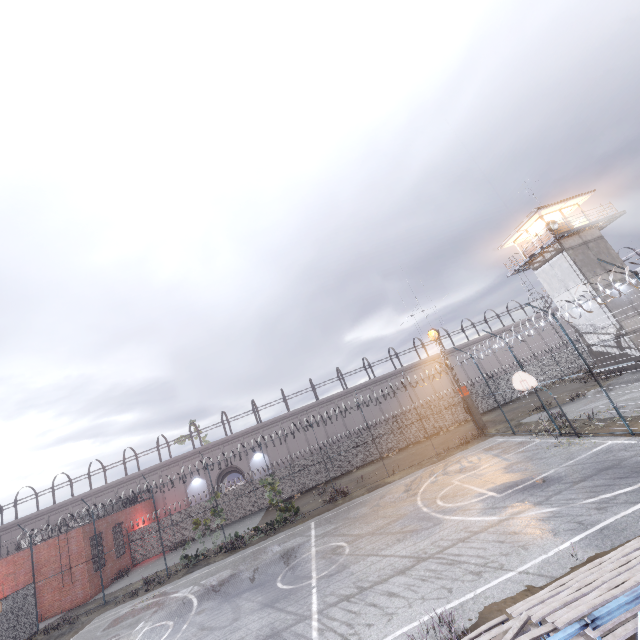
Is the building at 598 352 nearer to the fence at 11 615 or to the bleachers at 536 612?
the fence at 11 615

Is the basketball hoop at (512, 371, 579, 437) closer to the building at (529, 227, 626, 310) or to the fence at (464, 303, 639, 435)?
the fence at (464, 303, 639, 435)

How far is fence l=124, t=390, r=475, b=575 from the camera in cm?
2952

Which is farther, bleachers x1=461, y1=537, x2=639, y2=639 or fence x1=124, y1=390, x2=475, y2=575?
fence x1=124, y1=390, x2=475, y2=575

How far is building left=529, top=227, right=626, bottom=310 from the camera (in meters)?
26.53

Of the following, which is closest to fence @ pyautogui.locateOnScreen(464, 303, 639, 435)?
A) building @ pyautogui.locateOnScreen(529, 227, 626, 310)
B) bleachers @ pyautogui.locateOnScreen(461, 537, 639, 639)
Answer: bleachers @ pyautogui.locateOnScreen(461, 537, 639, 639)

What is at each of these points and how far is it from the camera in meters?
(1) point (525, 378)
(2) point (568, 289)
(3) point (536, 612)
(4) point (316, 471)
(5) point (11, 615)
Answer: (1) basketball hoop, 15.9 m
(2) building, 28.2 m
(3) bleachers, 5.4 m
(4) fence, 32.1 m
(5) fence, 18.6 m

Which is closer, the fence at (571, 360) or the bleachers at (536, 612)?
the bleachers at (536, 612)
